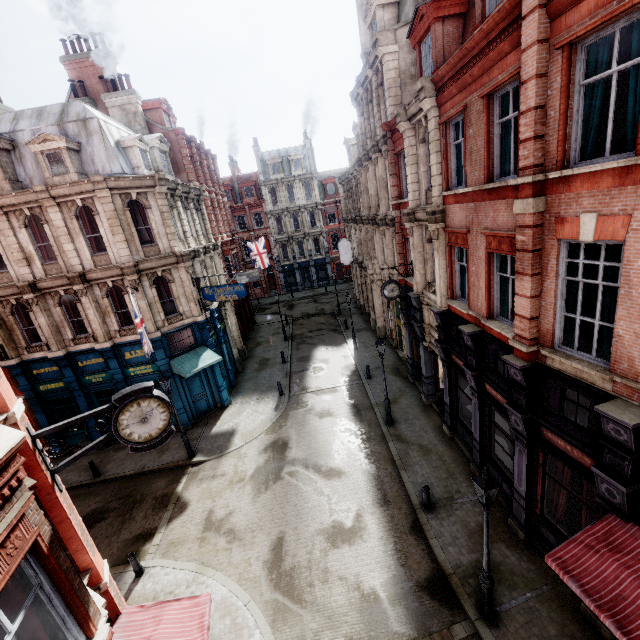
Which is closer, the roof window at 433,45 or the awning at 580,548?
the awning at 580,548

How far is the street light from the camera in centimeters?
696cm

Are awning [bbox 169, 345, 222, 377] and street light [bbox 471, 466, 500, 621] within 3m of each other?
no

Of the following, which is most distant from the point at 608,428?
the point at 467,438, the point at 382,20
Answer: the point at 382,20

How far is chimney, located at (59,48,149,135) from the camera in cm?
2095

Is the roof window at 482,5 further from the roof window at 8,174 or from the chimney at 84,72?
the chimney at 84,72

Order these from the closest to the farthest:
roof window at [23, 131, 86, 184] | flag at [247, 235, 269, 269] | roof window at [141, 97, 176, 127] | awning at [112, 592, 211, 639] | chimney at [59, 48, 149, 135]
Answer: awning at [112, 592, 211, 639]
roof window at [23, 131, 86, 184]
chimney at [59, 48, 149, 135]
roof window at [141, 97, 176, 127]
flag at [247, 235, 269, 269]

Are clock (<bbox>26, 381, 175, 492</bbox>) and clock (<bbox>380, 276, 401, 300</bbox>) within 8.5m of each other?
no
